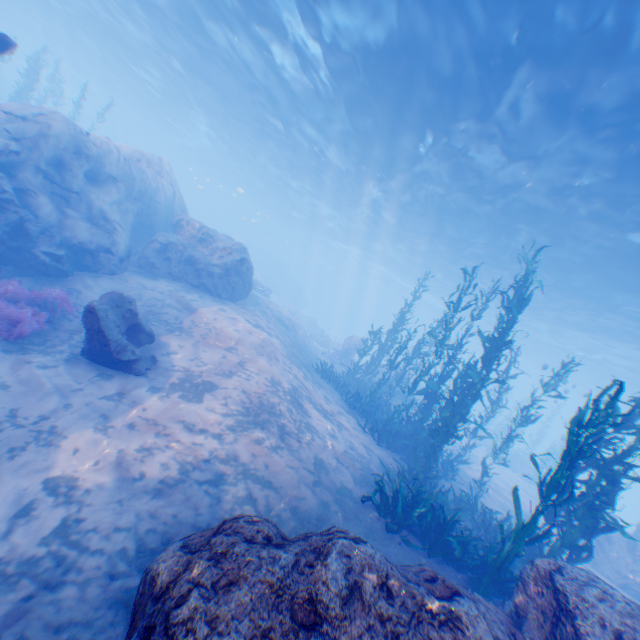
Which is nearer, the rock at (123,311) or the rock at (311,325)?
the rock at (123,311)

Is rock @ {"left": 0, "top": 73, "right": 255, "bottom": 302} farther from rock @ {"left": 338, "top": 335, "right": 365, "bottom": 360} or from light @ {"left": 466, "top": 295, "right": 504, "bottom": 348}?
rock @ {"left": 338, "top": 335, "right": 365, "bottom": 360}

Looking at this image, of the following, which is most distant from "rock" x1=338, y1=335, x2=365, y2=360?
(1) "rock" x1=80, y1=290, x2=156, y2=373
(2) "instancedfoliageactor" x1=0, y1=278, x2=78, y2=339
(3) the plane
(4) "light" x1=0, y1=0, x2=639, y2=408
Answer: (2) "instancedfoliageactor" x1=0, y1=278, x2=78, y2=339

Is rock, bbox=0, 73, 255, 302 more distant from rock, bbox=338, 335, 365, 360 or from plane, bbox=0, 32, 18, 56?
rock, bbox=338, 335, 365, 360

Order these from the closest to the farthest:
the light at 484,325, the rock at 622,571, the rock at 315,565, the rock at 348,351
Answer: the rock at 315,565
the rock at 622,571
the rock at 348,351
the light at 484,325

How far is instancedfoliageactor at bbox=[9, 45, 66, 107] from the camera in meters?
22.1

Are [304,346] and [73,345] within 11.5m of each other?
no

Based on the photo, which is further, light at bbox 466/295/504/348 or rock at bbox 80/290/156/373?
light at bbox 466/295/504/348
